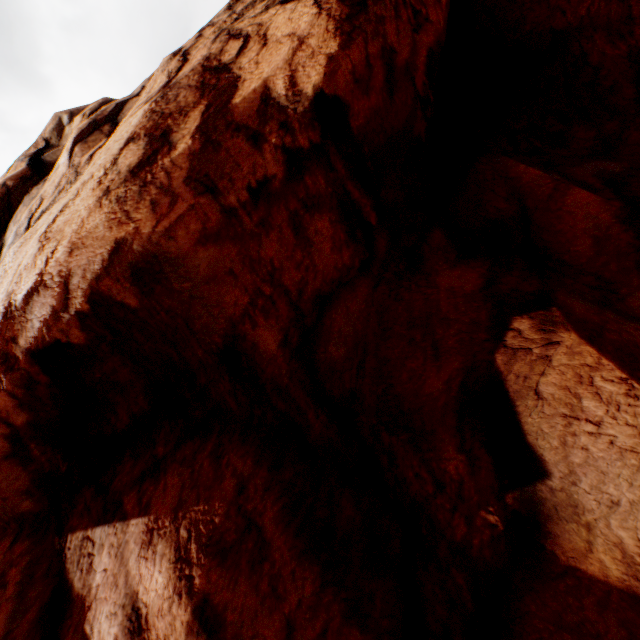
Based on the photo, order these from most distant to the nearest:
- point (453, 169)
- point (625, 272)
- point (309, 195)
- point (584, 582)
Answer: point (453, 169) → point (309, 195) → point (625, 272) → point (584, 582)
